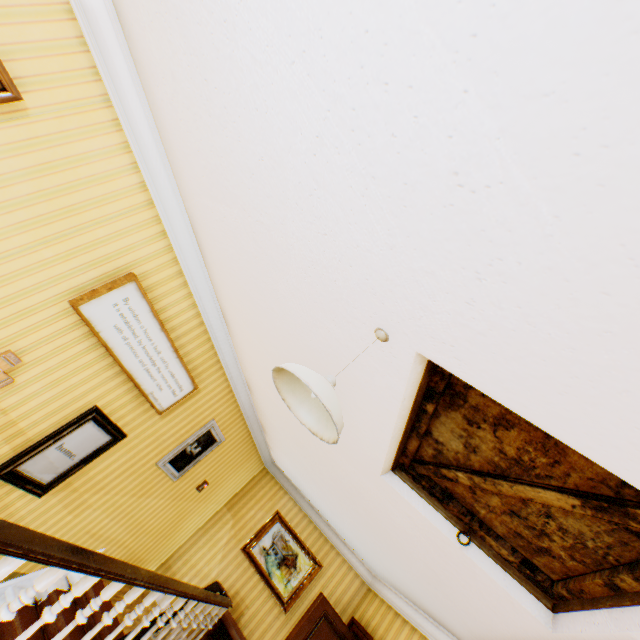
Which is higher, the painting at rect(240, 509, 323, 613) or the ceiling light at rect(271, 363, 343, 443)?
the ceiling light at rect(271, 363, 343, 443)

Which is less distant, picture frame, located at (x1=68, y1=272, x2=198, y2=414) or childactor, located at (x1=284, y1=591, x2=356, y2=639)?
picture frame, located at (x1=68, y1=272, x2=198, y2=414)

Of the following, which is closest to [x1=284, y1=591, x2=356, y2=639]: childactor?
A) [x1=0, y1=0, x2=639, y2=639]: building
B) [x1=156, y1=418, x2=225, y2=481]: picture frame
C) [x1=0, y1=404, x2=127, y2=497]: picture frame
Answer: [x1=0, y1=0, x2=639, y2=639]: building

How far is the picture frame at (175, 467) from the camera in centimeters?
496cm

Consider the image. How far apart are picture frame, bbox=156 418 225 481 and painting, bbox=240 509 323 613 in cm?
241

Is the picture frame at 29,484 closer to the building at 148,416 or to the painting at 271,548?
the building at 148,416

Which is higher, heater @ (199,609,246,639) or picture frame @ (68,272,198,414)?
picture frame @ (68,272,198,414)

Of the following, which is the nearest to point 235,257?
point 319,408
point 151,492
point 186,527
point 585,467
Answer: point 319,408
